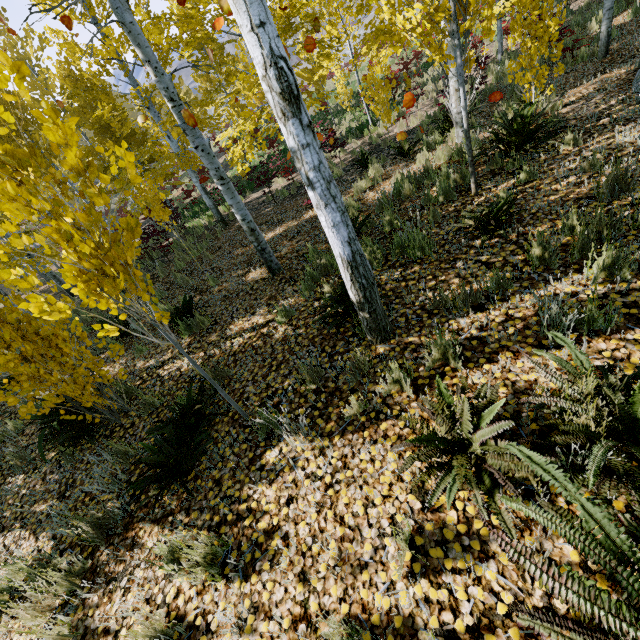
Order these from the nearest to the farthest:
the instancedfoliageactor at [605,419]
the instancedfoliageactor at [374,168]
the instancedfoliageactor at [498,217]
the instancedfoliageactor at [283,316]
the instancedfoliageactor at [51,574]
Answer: the instancedfoliageactor at [605,419], the instancedfoliageactor at [51,574], the instancedfoliageactor at [498,217], the instancedfoliageactor at [283,316], the instancedfoliageactor at [374,168]

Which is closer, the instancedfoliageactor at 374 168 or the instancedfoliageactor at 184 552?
the instancedfoliageactor at 184 552

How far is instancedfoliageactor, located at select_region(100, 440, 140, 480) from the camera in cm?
352

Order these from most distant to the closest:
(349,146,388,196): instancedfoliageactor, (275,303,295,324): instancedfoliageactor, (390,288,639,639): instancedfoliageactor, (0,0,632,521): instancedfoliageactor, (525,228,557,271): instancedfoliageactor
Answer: (349,146,388,196): instancedfoliageactor → (275,303,295,324): instancedfoliageactor → (525,228,557,271): instancedfoliageactor → (0,0,632,521): instancedfoliageactor → (390,288,639,639): instancedfoliageactor

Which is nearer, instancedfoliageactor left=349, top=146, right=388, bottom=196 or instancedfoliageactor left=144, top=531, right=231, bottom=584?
instancedfoliageactor left=144, top=531, right=231, bottom=584

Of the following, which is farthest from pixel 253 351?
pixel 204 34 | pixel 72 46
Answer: pixel 72 46
